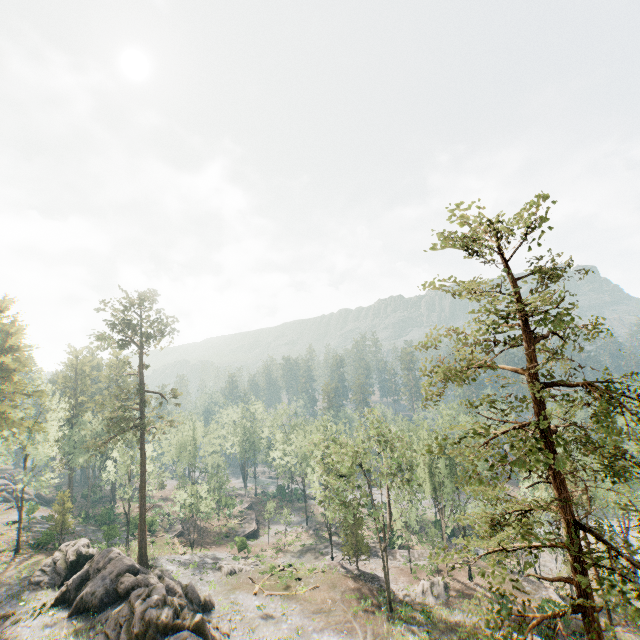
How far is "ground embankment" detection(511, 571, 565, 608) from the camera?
31.6m

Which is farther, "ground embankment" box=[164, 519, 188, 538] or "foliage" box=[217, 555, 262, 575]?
"ground embankment" box=[164, 519, 188, 538]

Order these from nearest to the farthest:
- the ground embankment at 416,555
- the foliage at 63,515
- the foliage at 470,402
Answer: the foliage at 470,402
the foliage at 63,515
the ground embankment at 416,555

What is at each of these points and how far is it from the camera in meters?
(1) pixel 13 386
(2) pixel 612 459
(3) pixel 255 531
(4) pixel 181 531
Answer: (1) foliage, 37.7
(2) foliage, 43.1
(3) ground embankment, 59.3
(4) ground embankment, 55.5

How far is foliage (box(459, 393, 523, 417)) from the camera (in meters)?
11.88

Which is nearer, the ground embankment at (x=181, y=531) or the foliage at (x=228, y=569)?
the foliage at (x=228, y=569)

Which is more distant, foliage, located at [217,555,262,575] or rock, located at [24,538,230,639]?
foliage, located at [217,555,262,575]

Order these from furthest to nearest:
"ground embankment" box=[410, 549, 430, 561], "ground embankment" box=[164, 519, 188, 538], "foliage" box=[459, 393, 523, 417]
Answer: "ground embankment" box=[164, 519, 188, 538] → "ground embankment" box=[410, 549, 430, 561] → "foliage" box=[459, 393, 523, 417]
